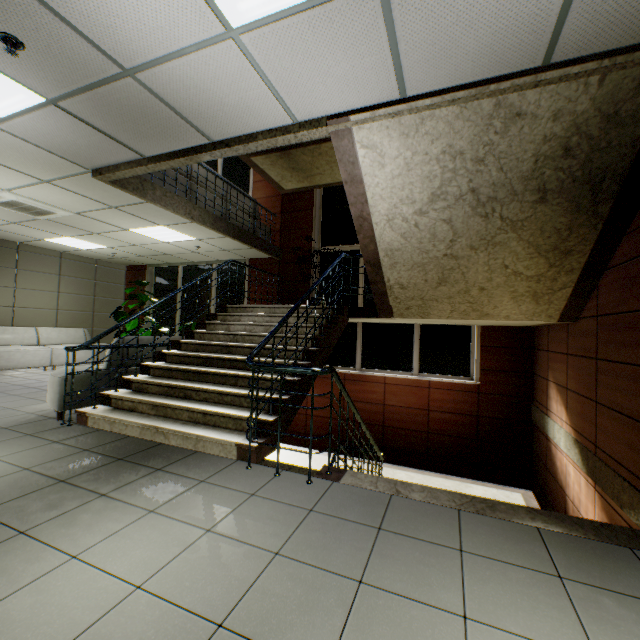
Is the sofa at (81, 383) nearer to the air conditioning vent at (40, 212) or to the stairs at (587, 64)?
the stairs at (587, 64)

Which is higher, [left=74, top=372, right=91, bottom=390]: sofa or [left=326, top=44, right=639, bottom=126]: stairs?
[left=326, top=44, right=639, bottom=126]: stairs

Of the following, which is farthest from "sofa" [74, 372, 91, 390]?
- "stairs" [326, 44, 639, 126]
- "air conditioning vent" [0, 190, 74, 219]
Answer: "air conditioning vent" [0, 190, 74, 219]

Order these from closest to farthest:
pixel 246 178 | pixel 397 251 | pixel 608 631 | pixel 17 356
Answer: pixel 608 631 < pixel 397 251 < pixel 17 356 < pixel 246 178

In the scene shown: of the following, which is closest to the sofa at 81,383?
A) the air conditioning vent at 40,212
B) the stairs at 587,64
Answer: the stairs at 587,64

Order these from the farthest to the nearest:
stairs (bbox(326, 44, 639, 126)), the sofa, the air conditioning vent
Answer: the air conditioning vent → the sofa → stairs (bbox(326, 44, 639, 126))

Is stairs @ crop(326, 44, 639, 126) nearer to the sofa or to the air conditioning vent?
the sofa
